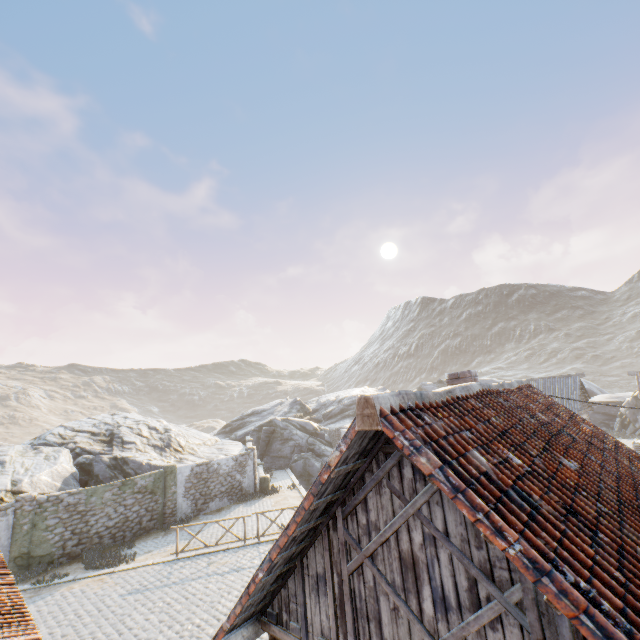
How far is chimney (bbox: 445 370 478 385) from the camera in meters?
6.7

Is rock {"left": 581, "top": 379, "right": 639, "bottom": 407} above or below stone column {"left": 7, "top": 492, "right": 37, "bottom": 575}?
above

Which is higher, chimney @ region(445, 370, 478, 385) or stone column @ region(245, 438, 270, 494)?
chimney @ region(445, 370, 478, 385)

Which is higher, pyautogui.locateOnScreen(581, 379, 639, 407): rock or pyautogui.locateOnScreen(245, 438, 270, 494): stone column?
pyautogui.locateOnScreen(581, 379, 639, 407): rock

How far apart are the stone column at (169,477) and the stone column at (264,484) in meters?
5.1

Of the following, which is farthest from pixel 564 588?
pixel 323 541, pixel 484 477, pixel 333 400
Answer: pixel 333 400

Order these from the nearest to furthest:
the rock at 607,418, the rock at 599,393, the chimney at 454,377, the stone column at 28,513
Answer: the chimney at 454,377 → the stone column at 28,513 → the rock at 607,418 → the rock at 599,393

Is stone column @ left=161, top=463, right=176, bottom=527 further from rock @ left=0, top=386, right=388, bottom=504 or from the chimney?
the chimney
